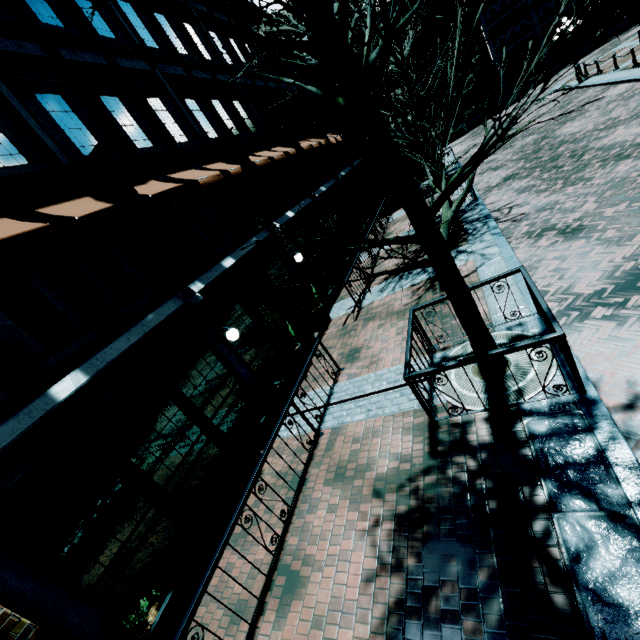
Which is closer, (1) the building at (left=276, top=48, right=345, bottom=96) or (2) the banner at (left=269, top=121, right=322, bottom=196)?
(2) the banner at (left=269, top=121, right=322, bottom=196)

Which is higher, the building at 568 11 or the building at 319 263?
the building at 568 11

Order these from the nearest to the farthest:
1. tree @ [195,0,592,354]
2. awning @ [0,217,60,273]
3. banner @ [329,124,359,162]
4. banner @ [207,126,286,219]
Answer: tree @ [195,0,592,354] < awning @ [0,217,60,273] < banner @ [207,126,286,219] < banner @ [329,124,359,162]

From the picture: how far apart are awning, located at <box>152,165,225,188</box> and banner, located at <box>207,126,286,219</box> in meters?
1.8

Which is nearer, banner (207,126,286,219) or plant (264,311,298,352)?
plant (264,311,298,352)

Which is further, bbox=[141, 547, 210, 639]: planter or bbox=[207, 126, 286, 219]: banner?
bbox=[207, 126, 286, 219]: banner

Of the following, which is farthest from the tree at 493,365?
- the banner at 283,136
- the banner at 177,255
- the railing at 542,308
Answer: the banner at 283,136

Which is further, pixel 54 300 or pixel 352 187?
pixel 352 187
